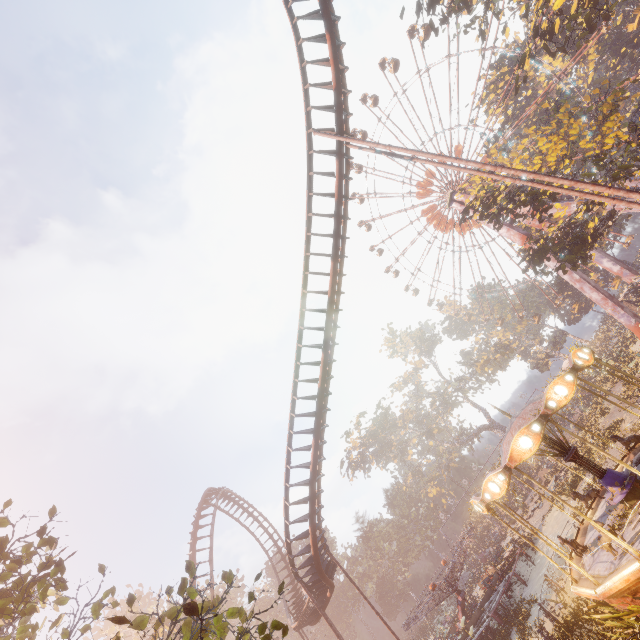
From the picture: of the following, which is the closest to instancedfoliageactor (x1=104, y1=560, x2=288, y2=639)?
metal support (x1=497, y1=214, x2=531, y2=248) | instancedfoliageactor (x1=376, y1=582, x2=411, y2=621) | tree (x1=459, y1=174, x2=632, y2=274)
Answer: tree (x1=459, y1=174, x2=632, y2=274)

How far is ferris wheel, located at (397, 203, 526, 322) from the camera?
47.9 meters

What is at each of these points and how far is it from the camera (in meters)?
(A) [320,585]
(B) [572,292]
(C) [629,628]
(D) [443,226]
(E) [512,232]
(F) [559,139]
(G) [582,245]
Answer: (A) roller coaster, 19.08
(B) instancedfoliageactor, 59.19
(C) instancedfoliageactor, 9.34
(D) ferris wheel, 50.94
(E) metal support, 41.38
(F) tree, 23.92
(G) tree, 23.97

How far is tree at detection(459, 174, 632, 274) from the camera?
23.38m

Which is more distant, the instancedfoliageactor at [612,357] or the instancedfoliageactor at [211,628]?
the instancedfoliageactor at [612,357]

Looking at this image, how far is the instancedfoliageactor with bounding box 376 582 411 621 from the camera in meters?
57.2 m

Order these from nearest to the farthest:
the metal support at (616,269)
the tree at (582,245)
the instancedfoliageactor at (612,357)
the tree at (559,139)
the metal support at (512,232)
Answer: the tree at (559,139), the tree at (582,245), the instancedfoliageactor at (612,357), the metal support at (616,269), the metal support at (512,232)

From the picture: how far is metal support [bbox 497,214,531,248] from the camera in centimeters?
4053cm
